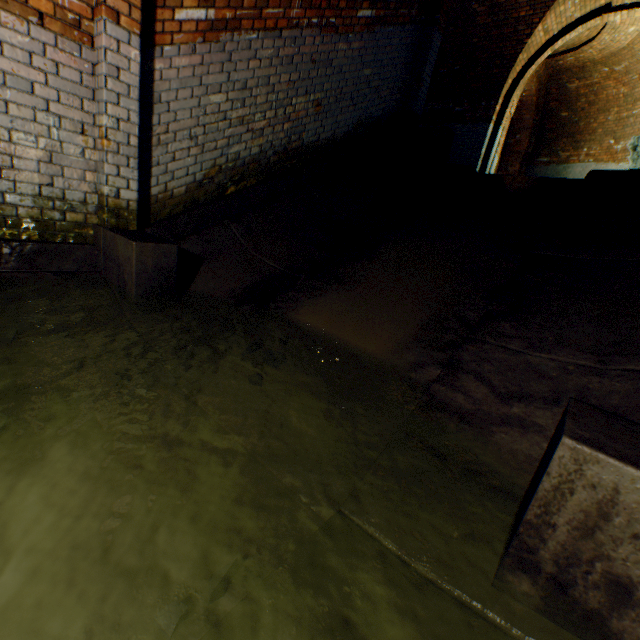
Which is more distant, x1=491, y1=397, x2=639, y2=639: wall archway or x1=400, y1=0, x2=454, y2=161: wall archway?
x1=400, y1=0, x2=454, y2=161: wall archway

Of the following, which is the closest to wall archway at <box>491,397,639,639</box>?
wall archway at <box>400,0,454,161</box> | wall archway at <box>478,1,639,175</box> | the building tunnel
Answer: the building tunnel

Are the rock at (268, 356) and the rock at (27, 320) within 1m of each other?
no

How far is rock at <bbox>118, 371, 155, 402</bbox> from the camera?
2.0 meters

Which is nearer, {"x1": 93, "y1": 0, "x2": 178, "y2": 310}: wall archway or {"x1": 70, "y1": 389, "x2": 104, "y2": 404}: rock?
{"x1": 70, "y1": 389, "x2": 104, "y2": 404}: rock

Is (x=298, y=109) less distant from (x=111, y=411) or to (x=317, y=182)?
(x=317, y=182)

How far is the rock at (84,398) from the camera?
1.93m

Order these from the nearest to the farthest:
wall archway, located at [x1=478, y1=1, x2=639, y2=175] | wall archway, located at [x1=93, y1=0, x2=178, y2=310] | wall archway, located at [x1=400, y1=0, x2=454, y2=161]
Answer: wall archway, located at [x1=93, y1=0, x2=178, y2=310]
wall archway, located at [x1=400, y1=0, x2=454, y2=161]
wall archway, located at [x1=478, y1=1, x2=639, y2=175]
